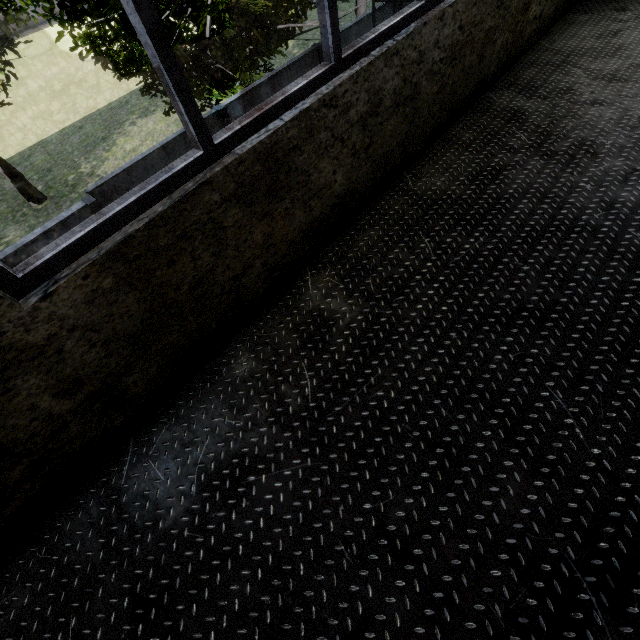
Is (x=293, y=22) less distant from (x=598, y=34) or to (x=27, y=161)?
(x=598, y=34)
